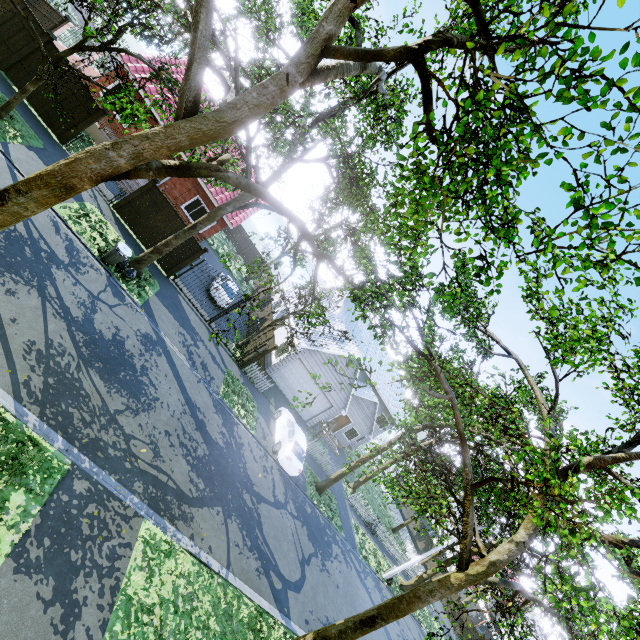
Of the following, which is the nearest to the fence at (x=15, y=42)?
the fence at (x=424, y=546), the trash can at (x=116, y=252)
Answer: the fence at (x=424, y=546)

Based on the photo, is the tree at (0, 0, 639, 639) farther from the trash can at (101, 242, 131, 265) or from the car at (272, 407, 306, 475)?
the car at (272, 407, 306, 475)

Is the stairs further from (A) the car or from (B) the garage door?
(A) the car

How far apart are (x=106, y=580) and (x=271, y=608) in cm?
659

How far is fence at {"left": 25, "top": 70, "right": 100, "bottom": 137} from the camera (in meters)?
13.44

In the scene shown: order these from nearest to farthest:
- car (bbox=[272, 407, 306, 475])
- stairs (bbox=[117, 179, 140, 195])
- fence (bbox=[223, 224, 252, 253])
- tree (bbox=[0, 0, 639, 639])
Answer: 1. tree (bbox=[0, 0, 639, 639])
2. car (bbox=[272, 407, 306, 475])
3. stairs (bbox=[117, 179, 140, 195])
4. fence (bbox=[223, 224, 252, 253])

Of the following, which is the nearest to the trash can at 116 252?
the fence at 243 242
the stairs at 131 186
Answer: the stairs at 131 186

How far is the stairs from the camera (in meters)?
17.45
